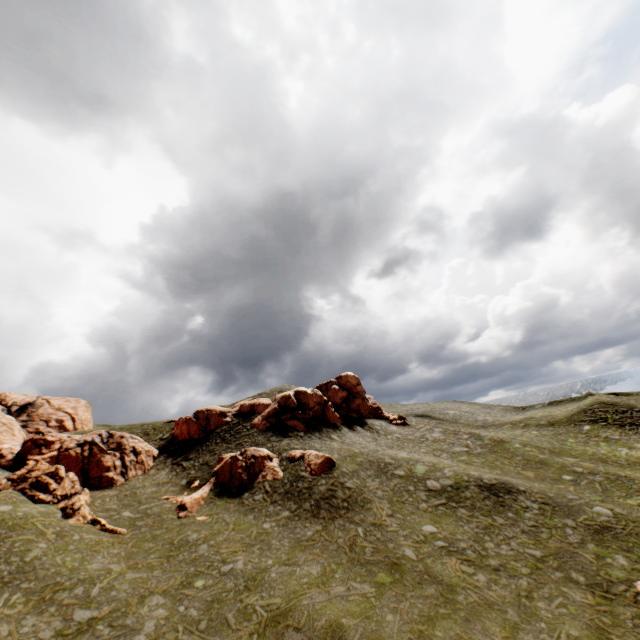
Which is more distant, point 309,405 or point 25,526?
point 309,405

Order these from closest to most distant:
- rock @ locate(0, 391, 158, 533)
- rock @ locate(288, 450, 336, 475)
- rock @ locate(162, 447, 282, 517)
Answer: rock @ locate(0, 391, 158, 533) < rock @ locate(162, 447, 282, 517) < rock @ locate(288, 450, 336, 475)

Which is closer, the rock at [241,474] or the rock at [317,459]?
the rock at [241,474]

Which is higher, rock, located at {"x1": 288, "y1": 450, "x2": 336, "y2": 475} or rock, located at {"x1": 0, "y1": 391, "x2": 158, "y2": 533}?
rock, located at {"x1": 0, "y1": 391, "x2": 158, "y2": 533}

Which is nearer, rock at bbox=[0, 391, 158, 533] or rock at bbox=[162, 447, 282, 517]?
rock at bbox=[0, 391, 158, 533]

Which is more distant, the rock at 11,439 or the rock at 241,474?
the rock at 241,474

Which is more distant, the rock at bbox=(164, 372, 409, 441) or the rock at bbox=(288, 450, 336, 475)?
the rock at bbox=(164, 372, 409, 441)
